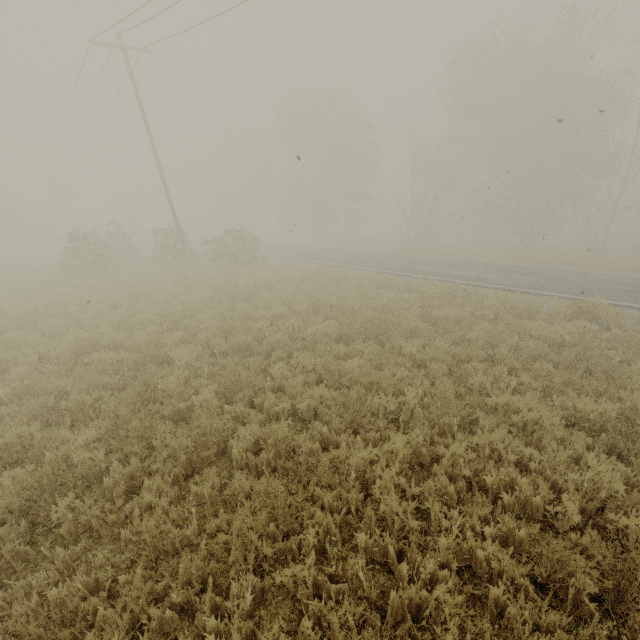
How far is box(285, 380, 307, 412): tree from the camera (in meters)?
5.91

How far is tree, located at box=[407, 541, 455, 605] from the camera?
2.98m

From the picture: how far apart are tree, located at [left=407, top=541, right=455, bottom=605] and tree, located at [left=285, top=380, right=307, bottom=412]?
3.4 meters

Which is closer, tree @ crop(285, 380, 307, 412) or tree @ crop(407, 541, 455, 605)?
tree @ crop(407, 541, 455, 605)

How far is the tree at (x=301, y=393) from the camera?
5.91m

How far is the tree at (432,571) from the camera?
3.0m

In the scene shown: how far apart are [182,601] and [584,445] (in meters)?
5.40
